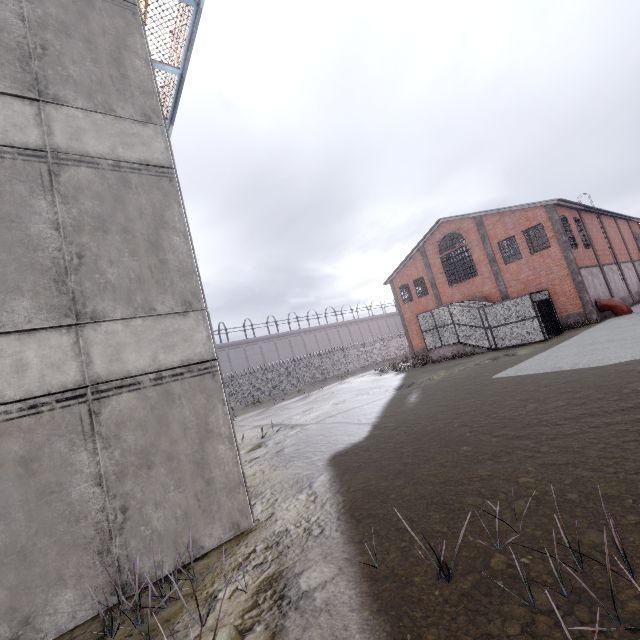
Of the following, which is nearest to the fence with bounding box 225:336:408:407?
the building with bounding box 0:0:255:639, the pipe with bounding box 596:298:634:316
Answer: the building with bounding box 0:0:255:639

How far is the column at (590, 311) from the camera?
22.31m

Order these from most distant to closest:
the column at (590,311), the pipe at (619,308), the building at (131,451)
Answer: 1. the column at (590,311)
2. the pipe at (619,308)
3. the building at (131,451)

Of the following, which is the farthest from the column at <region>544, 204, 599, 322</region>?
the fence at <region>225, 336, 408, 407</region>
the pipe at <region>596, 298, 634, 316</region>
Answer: the fence at <region>225, 336, 408, 407</region>

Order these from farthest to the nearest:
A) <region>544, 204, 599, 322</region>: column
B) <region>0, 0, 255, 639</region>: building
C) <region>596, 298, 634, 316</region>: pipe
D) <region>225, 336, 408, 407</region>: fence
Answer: <region>225, 336, 408, 407</region>: fence, <region>544, 204, 599, 322</region>: column, <region>596, 298, 634, 316</region>: pipe, <region>0, 0, 255, 639</region>: building

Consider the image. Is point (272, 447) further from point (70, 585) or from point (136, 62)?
point (136, 62)

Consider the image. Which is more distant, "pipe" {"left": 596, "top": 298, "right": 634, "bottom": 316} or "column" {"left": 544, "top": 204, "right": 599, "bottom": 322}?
"column" {"left": 544, "top": 204, "right": 599, "bottom": 322}

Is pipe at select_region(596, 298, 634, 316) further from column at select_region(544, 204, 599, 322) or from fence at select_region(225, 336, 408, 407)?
fence at select_region(225, 336, 408, 407)
